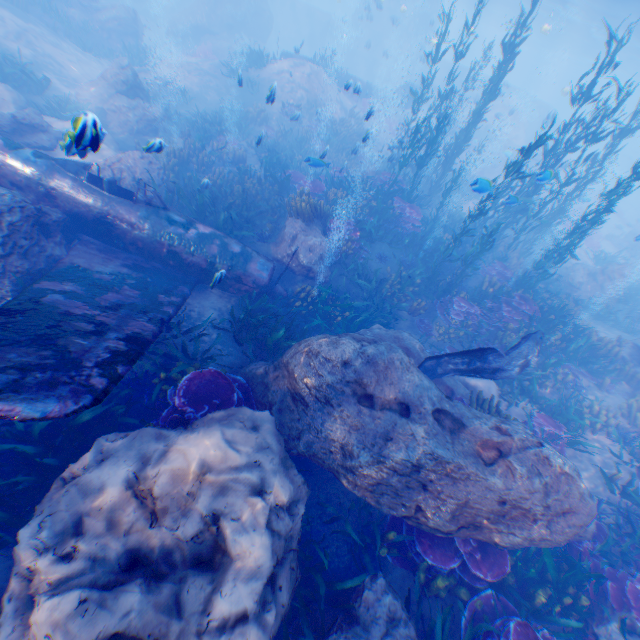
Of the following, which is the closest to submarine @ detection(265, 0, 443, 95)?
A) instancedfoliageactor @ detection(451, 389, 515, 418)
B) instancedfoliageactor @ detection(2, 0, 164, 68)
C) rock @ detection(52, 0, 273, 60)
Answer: rock @ detection(52, 0, 273, 60)

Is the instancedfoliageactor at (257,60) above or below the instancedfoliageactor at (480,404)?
above

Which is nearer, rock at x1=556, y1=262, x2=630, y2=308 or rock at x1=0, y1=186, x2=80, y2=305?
rock at x1=0, y1=186, x2=80, y2=305

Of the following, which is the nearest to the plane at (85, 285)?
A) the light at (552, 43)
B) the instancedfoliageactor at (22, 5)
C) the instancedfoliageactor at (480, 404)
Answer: the instancedfoliageactor at (480, 404)

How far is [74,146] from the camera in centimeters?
671cm

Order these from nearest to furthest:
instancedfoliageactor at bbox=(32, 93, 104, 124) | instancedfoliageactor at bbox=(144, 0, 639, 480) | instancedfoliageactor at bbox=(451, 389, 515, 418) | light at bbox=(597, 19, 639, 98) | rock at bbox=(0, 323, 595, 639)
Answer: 1. rock at bbox=(0, 323, 595, 639)
2. instancedfoliageactor at bbox=(32, 93, 104, 124)
3. instancedfoliageactor at bbox=(451, 389, 515, 418)
4. instancedfoliageactor at bbox=(144, 0, 639, 480)
5. light at bbox=(597, 19, 639, 98)

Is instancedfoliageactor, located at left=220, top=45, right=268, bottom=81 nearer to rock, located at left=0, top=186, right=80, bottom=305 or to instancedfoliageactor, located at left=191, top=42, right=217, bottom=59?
rock, located at left=0, top=186, right=80, bottom=305

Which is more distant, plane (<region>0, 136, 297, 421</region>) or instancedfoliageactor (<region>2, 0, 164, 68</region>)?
instancedfoliageactor (<region>2, 0, 164, 68</region>)
